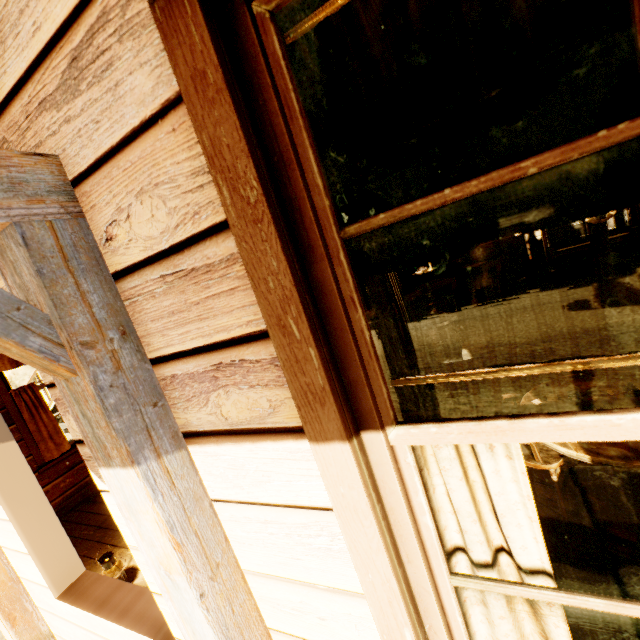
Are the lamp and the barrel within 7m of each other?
no

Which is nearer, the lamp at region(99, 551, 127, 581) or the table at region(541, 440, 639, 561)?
the table at region(541, 440, 639, 561)

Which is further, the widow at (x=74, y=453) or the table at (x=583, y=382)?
the widow at (x=74, y=453)

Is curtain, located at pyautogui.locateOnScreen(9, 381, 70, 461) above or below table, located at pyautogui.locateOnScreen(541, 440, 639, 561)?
above

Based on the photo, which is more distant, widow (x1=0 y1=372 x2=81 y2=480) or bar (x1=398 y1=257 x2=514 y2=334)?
bar (x1=398 y1=257 x2=514 y2=334)

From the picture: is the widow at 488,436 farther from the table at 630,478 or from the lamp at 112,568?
the lamp at 112,568

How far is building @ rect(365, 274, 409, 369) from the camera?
3.64m

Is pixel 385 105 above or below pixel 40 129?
below
